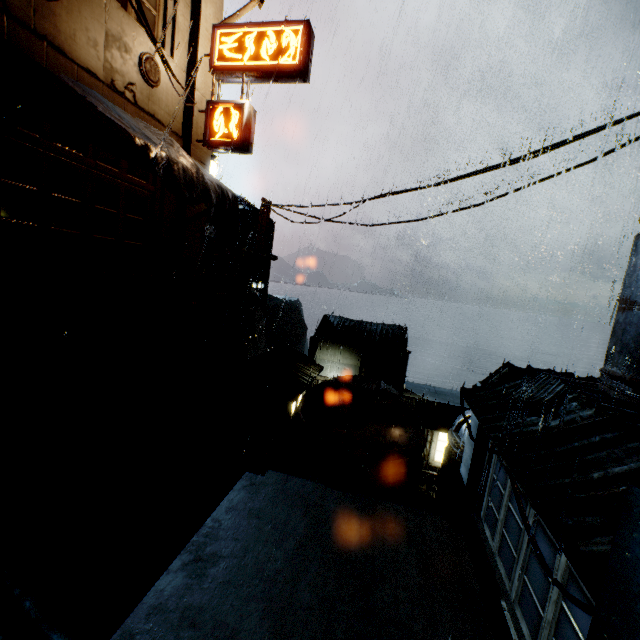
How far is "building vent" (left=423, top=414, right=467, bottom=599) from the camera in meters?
10.8

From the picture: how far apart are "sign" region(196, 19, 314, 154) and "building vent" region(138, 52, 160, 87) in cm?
169

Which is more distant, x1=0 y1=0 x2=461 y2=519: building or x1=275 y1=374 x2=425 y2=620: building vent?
x1=275 y1=374 x2=425 y2=620: building vent

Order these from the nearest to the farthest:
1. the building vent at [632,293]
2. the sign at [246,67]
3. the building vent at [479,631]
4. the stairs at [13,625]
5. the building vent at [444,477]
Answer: the stairs at [13,625] → the building vent at [632,293] → the building vent at [479,631] → the building vent at [444,477] → the sign at [246,67]

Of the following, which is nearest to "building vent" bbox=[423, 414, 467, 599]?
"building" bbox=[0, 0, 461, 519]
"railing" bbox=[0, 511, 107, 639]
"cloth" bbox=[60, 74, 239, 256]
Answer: "building" bbox=[0, 0, 461, 519]

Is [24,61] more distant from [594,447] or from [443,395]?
[443,395]

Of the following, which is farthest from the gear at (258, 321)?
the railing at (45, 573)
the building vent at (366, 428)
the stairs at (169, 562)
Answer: the railing at (45, 573)

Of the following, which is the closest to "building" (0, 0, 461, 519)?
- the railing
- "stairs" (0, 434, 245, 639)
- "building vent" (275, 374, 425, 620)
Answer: "stairs" (0, 434, 245, 639)
